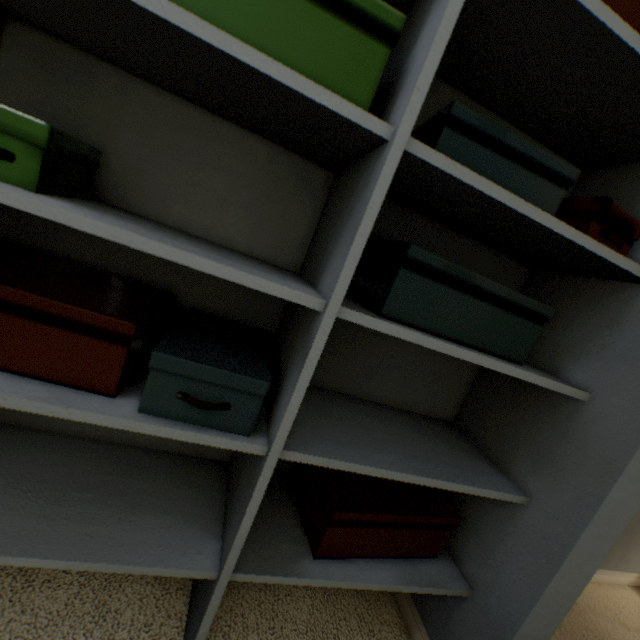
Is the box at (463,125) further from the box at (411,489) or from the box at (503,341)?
the box at (411,489)

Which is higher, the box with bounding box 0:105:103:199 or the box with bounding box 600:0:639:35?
the box with bounding box 600:0:639:35

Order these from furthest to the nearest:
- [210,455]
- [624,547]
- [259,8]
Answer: [624,547] < [210,455] < [259,8]

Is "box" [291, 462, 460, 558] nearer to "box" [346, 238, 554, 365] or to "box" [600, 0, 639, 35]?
"box" [346, 238, 554, 365]

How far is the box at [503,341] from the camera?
0.6 meters

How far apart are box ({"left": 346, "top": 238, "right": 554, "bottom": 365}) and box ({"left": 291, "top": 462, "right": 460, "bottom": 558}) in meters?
0.5

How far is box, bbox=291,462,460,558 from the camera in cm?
78

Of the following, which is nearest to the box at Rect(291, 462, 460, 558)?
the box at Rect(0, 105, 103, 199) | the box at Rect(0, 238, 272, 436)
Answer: the box at Rect(0, 238, 272, 436)
